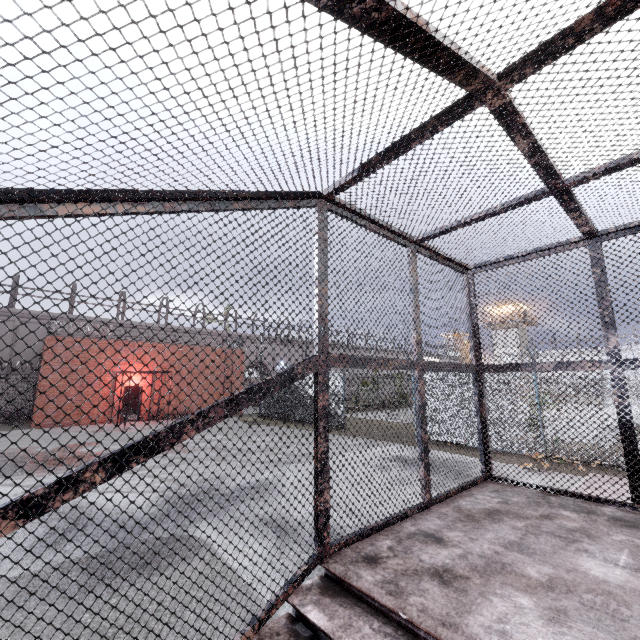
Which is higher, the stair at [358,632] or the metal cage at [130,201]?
the metal cage at [130,201]

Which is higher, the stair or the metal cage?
the metal cage

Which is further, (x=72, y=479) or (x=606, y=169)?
(x=606, y=169)

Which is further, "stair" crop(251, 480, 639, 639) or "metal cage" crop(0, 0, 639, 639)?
"stair" crop(251, 480, 639, 639)

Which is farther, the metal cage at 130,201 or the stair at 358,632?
the stair at 358,632
